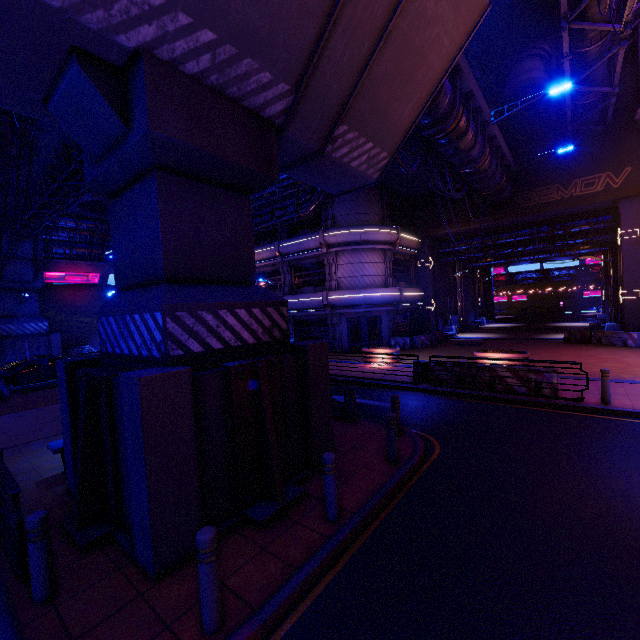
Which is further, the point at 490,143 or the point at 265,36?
the point at 490,143

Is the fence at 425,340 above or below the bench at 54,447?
below

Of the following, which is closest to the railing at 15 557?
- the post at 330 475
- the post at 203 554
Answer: the post at 203 554

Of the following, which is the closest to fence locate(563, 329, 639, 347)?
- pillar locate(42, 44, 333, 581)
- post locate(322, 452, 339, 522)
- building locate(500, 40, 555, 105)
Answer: building locate(500, 40, 555, 105)

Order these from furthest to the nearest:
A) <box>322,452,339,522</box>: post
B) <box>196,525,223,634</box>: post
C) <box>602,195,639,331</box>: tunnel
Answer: <box>602,195,639,331</box>: tunnel < <box>322,452,339,522</box>: post < <box>196,525,223,634</box>: post

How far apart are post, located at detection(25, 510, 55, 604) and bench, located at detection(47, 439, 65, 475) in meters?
3.5 m

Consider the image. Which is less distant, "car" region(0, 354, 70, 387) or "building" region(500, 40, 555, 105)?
"car" region(0, 354, 70, 387)

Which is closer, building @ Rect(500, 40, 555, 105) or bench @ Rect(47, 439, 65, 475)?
bench @ Rect(47, 439, 65, 475)
